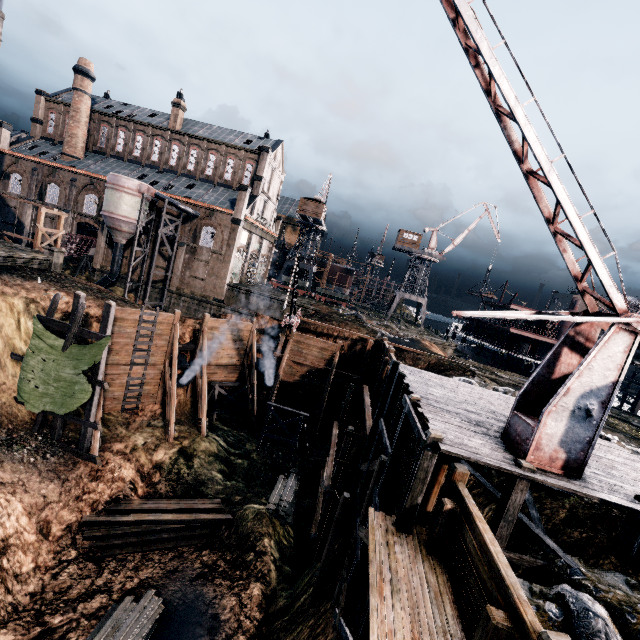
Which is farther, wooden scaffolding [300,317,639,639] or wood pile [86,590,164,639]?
wood pile [86,590,164,639]

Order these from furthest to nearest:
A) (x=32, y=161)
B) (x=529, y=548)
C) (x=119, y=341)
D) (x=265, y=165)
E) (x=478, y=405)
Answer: (x=265, y=165) < (x=32, y=161) < (x=119, y=341) < (x=478, y=405) < (x=529, y=548)

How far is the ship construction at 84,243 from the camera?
44.6m

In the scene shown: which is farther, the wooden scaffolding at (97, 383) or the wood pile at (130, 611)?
the wooden scaffolding at (97, 383)

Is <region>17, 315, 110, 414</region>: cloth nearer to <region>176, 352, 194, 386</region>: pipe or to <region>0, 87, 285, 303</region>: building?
<region>176, 352, 194, 386</region>: pipe

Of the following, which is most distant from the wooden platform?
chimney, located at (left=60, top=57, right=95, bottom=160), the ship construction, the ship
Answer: chimney, located at (left=60, top=57, right=95, bottom=160)

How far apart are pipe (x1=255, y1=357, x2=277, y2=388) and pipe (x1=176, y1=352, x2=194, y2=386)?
5.8 meters

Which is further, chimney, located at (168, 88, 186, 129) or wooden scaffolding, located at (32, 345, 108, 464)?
chimney, located at (168, 88, 186, 129)
